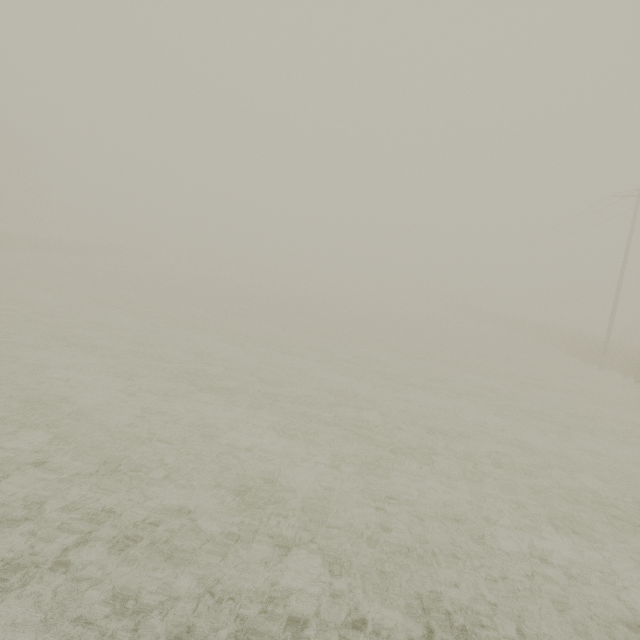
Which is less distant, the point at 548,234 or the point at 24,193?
the point at 548,234
